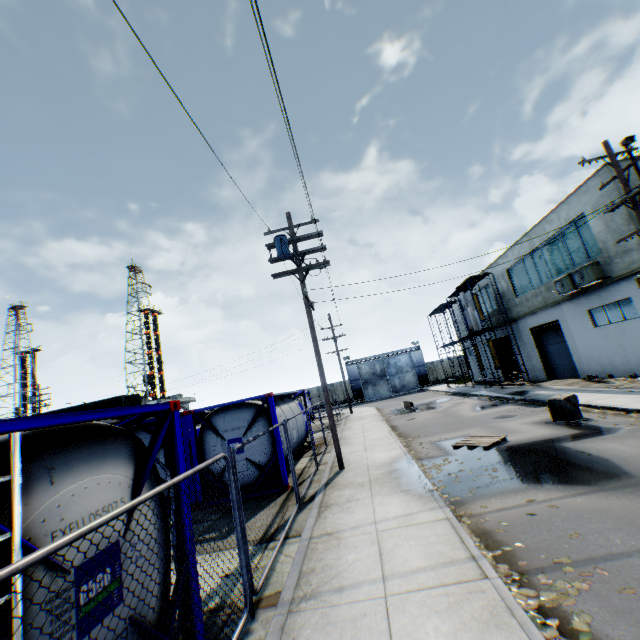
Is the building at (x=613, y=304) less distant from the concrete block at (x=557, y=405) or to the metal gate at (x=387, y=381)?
the concrete block at (x=557, y=405)

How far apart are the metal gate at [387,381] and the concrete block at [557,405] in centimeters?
3541cm

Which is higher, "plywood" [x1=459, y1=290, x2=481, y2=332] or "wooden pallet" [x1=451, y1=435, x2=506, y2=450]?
"plywood" [x1=459, y1=290, x2=481, y2=332]

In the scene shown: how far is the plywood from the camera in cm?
2613

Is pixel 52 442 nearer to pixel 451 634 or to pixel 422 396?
pixel 451 634

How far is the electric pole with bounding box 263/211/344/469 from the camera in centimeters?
1128cm

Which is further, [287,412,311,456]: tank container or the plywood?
the plywood

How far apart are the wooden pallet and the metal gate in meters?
36.2 m
